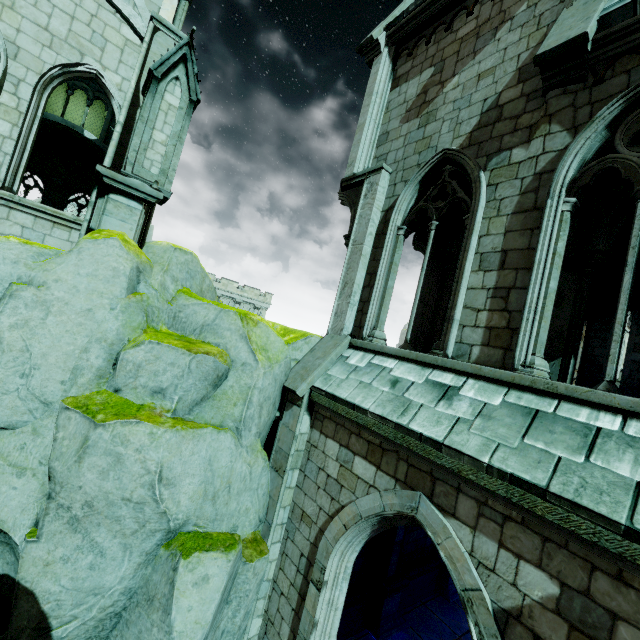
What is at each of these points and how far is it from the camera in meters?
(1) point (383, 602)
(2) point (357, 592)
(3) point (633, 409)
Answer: (1) column base, 8.7
(2) wall trim, 8.5
(3) building, 3.7

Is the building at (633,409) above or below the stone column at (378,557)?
above

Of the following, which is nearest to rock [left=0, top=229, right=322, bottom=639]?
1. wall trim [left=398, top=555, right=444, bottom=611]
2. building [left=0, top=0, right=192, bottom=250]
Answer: building [left=0, top=0, right=192, bottom=250]

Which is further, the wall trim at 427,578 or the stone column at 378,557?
the wall trim at 427,578

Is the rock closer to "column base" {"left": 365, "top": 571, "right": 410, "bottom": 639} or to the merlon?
the merlon

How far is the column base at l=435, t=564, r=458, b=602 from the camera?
10.5 meters

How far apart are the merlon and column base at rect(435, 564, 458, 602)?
13.7m

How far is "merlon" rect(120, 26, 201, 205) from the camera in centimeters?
668cm
